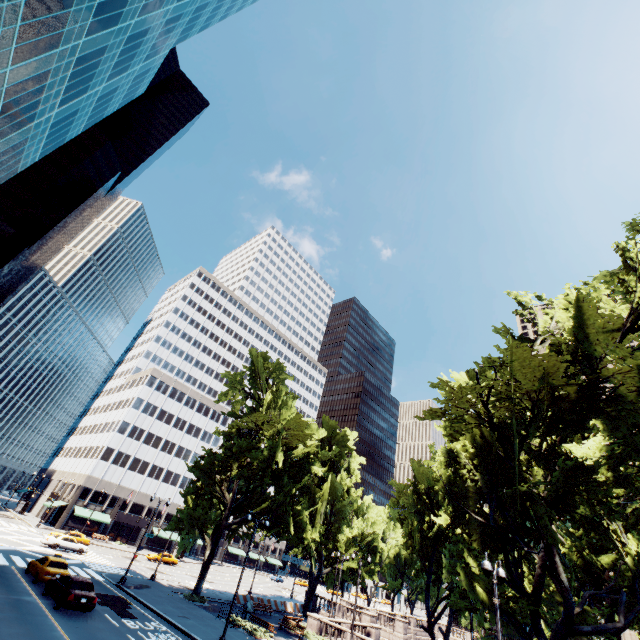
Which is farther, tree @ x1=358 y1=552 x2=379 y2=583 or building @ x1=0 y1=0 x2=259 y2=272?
tree @ x1=358 y1=552 x2=379 y2=583

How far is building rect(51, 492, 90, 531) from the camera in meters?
57.5 m

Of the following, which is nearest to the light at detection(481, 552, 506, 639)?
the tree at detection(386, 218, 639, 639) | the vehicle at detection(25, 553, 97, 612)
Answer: the tree at detection(386, 218, 639, 639)

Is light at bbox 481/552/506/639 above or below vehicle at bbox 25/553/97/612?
above

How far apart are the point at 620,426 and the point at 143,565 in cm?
5770

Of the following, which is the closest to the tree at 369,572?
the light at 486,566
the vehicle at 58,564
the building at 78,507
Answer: the building at 78,507

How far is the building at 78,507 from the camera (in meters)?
57.50

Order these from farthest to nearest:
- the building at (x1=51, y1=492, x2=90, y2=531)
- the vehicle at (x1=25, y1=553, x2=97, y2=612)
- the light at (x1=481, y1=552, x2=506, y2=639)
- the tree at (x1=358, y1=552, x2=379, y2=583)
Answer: the building at (x1=51, y1=492, x2=90, y2=531) < the tree at (x1=358, y1=552, x2=379, y2=583) < the vehicle at (x1=25, y1=553, x2=97, y2=612) < the light at (x1=481, y1=552, x2=506, y2=639)
